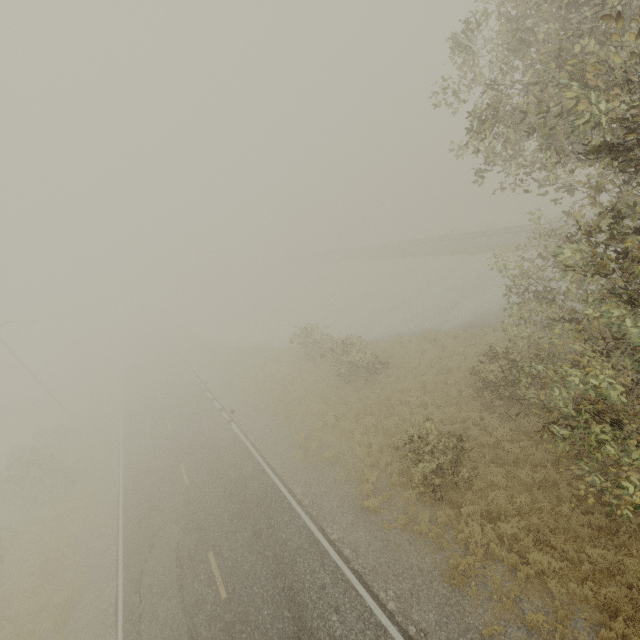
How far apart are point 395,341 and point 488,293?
8.5m
